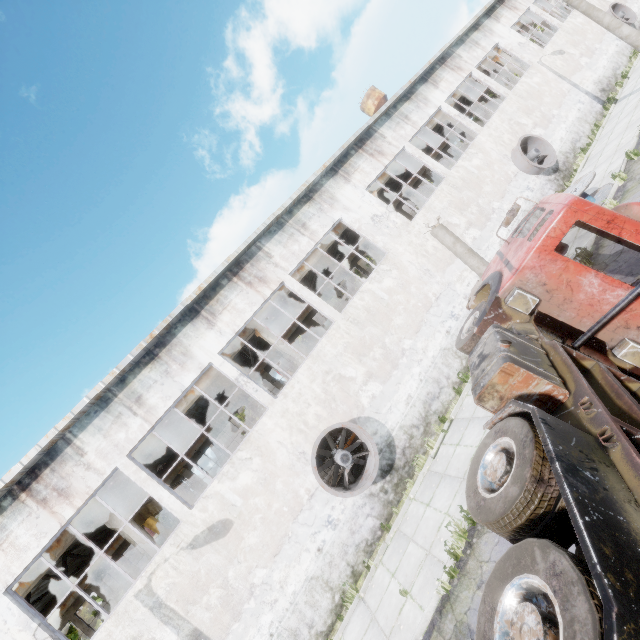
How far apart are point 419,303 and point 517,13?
23.8 meters

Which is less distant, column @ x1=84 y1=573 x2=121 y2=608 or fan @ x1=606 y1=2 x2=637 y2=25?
column @ x1=84 y1=573 x2=121 y2=608

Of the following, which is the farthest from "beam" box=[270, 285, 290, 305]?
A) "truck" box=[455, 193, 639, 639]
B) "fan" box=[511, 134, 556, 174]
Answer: "truck" box=[455, 193, 639, 639]

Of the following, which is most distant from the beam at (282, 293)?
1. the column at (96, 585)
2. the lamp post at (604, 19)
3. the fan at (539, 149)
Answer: the column at (96, 585)

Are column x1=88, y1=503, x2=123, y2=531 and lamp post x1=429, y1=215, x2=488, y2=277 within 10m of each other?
no

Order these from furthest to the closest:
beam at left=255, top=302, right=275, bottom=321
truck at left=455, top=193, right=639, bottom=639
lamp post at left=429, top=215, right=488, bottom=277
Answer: beam at left=255, top=302, right=275, bottom=321, lamp post at left=429, top=215, right=488, bottom=277, truck at left=455, top=193, right=639, bottom=639

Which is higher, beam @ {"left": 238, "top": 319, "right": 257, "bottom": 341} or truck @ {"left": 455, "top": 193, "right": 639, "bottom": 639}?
beam @ {"left": 238, "top": 319, "right": 257, "bottom": 341}

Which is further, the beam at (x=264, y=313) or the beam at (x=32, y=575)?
the beam at (x=264, y=313)
